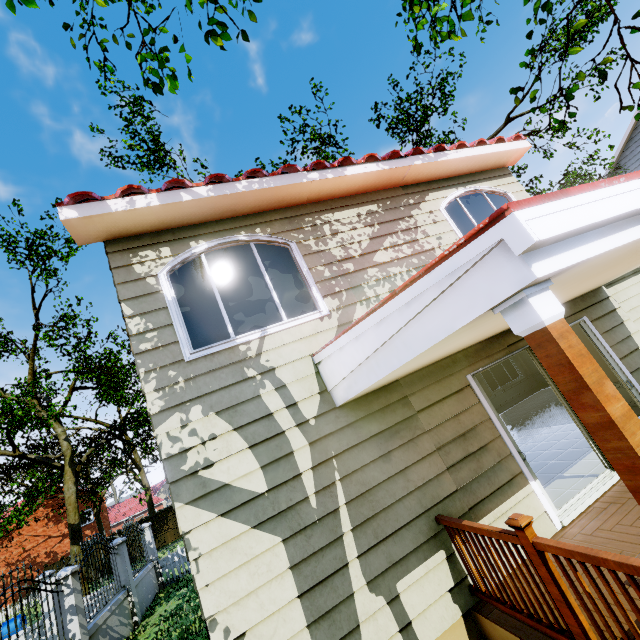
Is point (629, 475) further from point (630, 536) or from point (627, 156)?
point (627, 156)

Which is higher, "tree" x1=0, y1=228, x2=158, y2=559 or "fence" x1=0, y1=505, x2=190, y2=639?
"tree" x1=0, y1=228, x2=158, y2=559

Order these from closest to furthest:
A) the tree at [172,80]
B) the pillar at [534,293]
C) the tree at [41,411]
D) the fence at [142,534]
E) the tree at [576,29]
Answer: the pillar at [534,293] → the tree at [172,80] → the tree at [576,29] → the fence at [142,534] → the tree at [41,411]

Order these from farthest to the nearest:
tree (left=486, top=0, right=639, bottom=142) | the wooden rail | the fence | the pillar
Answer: the fence
tree (left=486, top=0, right=639, bottom=142)
the wooden rail
the pillar

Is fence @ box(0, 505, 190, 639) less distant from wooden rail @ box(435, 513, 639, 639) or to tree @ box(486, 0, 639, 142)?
tree @ box(486, 0, 639, 142)

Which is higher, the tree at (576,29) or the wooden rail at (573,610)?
the tree at (576,29)

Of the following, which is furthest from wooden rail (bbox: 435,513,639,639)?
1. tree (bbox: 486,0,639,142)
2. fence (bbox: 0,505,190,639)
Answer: tree (bbox: 486,0,639,142)

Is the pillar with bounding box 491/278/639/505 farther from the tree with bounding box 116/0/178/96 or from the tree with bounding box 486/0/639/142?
the tree with bounding box 486/0/639/142
